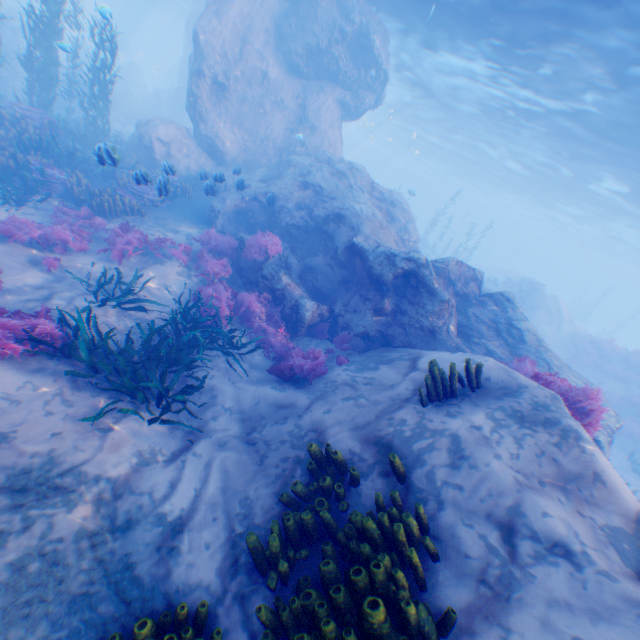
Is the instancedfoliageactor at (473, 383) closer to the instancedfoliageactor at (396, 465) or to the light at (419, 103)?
the instancedfoliageactor at (396, 465)

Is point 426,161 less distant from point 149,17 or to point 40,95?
point 40,95

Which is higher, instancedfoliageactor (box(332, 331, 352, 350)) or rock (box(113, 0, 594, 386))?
rock (box(113, 0, 594, 386))

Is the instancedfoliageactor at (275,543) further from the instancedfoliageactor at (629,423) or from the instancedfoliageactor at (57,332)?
the instancedfoliageactor at (629,423)

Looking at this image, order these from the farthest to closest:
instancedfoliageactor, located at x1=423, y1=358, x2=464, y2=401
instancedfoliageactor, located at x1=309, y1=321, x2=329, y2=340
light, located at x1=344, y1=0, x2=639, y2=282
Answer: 1. light, located at x1=344, y1=0, x2=639, y2=282
2. instancedfoliageactor, located at x1=309, y1=321, x2=329, y2=340
3. instancedfoliageactor, located at x1=423, y1=358, x2=464, y2=401

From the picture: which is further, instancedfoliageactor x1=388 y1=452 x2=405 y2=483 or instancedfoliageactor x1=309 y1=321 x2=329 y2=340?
instancedfoliageactor x1=309 y1=321 x2=329 y2=340

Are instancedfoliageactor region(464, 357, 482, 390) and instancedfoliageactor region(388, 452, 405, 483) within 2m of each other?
yes

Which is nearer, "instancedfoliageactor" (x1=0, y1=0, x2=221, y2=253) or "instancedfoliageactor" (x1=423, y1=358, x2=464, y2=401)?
"instancedfoliageactor" (x1=423, y1=358, x2=464, y2=401)
